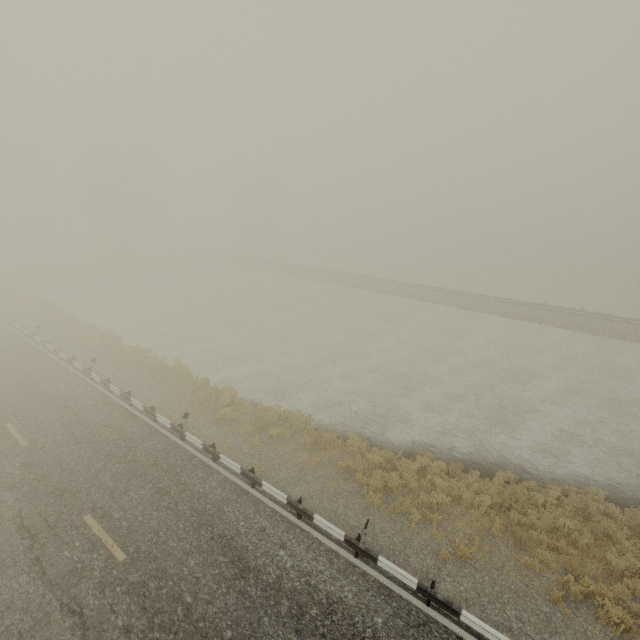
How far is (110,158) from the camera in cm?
4525
